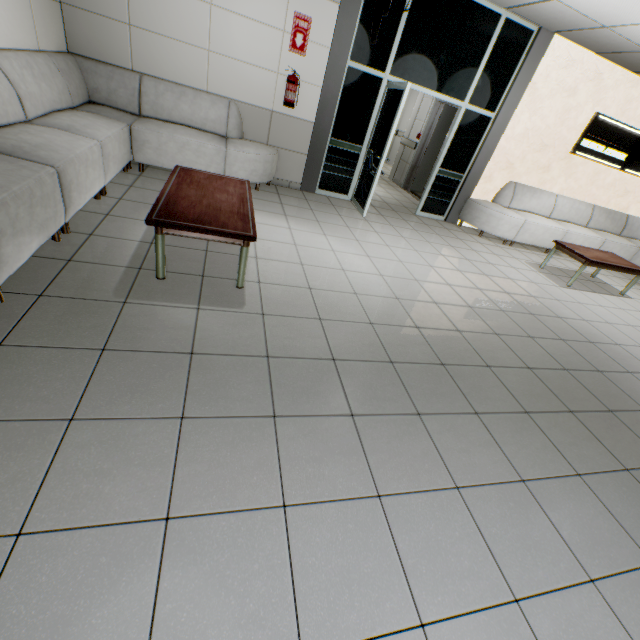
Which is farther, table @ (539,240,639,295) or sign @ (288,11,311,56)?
table @ (539,240,639,295)

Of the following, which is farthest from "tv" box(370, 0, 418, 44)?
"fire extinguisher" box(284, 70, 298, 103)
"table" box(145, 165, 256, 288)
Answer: "fire extinguisher" box(284, 70, 298, 103)

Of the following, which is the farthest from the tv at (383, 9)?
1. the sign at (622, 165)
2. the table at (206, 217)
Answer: the sign at (622, 165)

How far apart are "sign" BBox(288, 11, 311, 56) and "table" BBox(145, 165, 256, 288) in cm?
260

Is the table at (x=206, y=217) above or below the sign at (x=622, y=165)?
below

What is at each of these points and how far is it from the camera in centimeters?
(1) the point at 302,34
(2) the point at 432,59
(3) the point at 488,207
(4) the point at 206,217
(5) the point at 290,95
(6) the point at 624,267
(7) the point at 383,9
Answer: (1) sign, 468cm
(2) doorway, 523cm
(3) sofa, 643cm
(4) table, 260cm
(5) fire extinguisher, 495cm
(6) table, 544cm
(7) tv, 189cm

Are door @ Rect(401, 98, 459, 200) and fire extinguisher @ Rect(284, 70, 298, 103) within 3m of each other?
no

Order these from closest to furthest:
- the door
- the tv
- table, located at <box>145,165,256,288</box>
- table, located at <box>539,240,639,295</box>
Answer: the tv
table, located at <box>145,165,256,288</box>
table, located at <box>539,240,639,295</box>
the door
